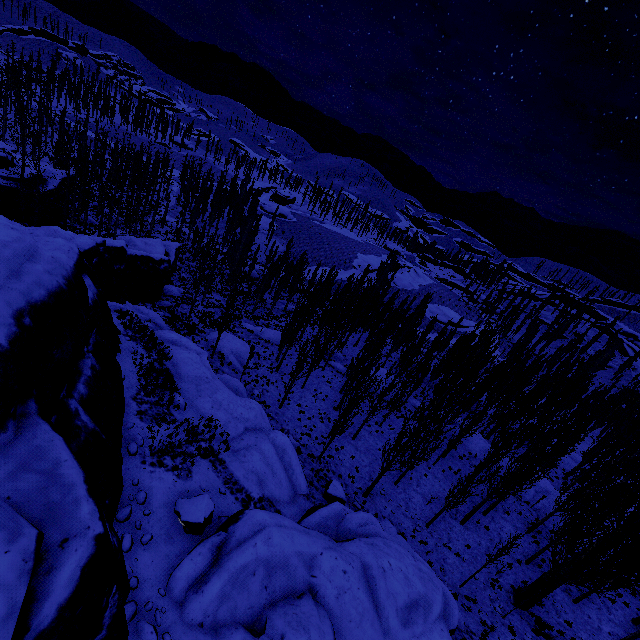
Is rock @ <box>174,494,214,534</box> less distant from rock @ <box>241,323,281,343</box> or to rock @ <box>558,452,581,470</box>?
rock @ <box>241,323,281,343</box>

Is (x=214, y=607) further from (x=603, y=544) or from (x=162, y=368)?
(x=603, y=544)

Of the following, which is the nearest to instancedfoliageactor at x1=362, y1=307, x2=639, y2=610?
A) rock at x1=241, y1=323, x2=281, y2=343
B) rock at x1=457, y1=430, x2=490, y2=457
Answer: rock at x1=457, y1=430, x2=490, y2=457

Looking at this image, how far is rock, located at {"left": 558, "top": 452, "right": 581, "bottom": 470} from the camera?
37.7 meters

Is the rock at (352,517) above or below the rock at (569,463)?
above

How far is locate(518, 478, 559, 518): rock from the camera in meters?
25.4 m

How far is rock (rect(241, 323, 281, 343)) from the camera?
40.8m

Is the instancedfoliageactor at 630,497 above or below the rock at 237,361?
above
